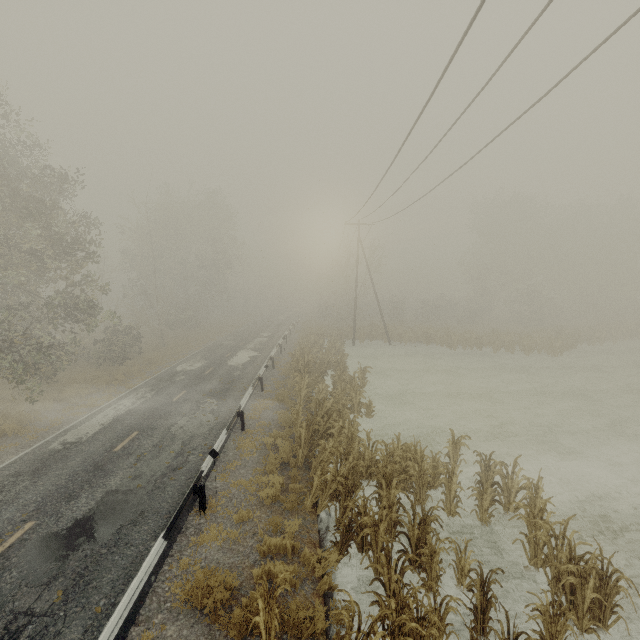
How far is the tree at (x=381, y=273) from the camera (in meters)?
37.59

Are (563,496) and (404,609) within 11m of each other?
yes

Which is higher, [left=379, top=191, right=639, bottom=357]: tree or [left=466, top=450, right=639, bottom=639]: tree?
[left=379, top=191, right=639, bottom=357]: tree

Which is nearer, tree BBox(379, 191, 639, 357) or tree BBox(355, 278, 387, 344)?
tree BBox(379, 191, 639, 357)

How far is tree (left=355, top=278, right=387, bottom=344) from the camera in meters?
34.0 m

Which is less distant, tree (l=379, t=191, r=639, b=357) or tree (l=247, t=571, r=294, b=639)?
tree (l=247, t=571, r=294, b=639)
